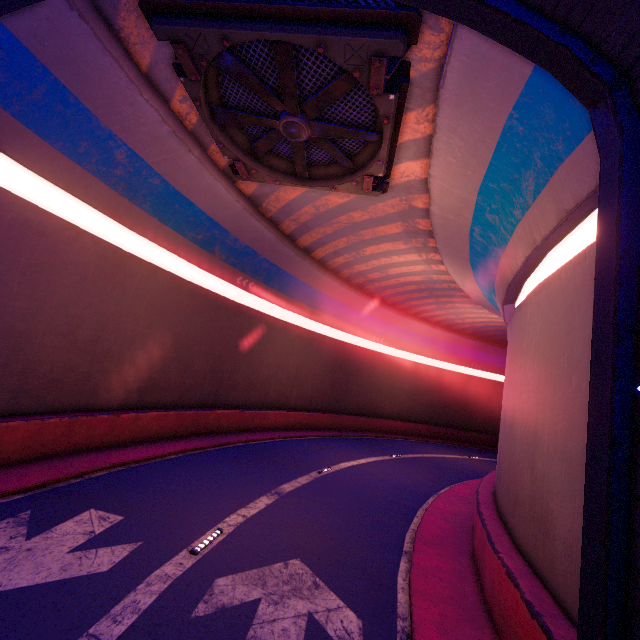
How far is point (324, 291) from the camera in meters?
23.8

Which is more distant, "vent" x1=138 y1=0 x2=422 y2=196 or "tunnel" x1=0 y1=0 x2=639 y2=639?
"vent" x1=138 y1=0 x2=422 y2=196

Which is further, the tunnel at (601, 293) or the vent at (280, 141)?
the vent at (280, 141)
